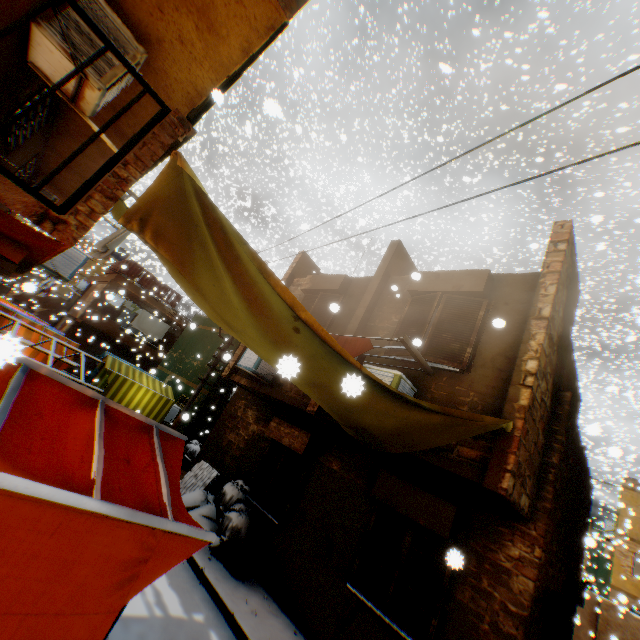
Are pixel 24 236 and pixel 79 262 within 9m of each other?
yes

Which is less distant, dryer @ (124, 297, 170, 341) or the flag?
the flag

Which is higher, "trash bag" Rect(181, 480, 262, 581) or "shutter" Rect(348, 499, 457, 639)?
"shutter" Rect(348, 499, 457, 639)

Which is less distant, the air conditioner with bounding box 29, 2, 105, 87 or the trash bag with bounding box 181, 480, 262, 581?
the air conditioner with bounding box 29, 2, 105, 87

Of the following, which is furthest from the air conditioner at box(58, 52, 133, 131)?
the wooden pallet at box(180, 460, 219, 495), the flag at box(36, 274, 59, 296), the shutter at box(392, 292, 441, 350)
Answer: the flag at box(36, 274, 59, 296)

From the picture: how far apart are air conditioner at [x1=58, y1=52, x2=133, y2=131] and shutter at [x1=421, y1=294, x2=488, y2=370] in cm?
217

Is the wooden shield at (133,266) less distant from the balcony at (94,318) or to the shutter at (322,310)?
the balcony at (94,318)

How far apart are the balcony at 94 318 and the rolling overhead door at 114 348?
0.02m
